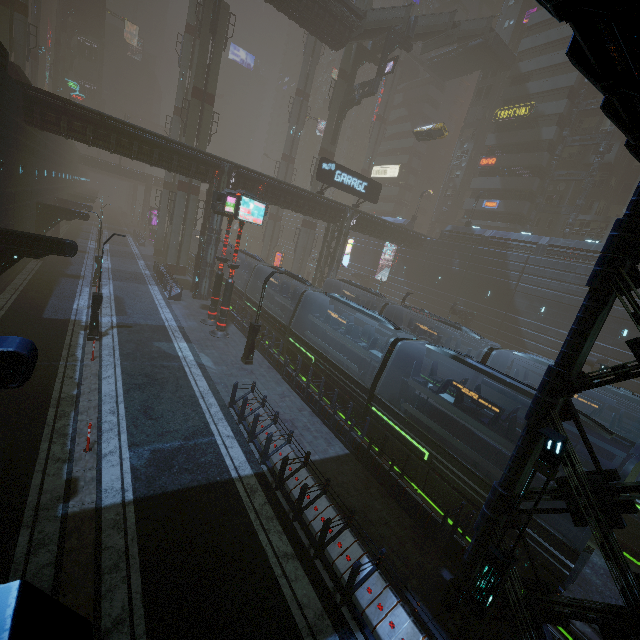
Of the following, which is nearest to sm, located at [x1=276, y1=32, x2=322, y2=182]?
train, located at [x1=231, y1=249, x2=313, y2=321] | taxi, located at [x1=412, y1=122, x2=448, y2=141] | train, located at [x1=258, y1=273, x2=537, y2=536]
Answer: taxi, located at [x1=412, y1=122, x2=448, y2=141]

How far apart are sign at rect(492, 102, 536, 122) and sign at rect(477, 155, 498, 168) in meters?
4.3 m

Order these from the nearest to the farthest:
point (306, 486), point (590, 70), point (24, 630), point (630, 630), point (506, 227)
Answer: point (24, 630) → point (590, 70) → point (630, 630) → point (306, 486) → point (506, 227)

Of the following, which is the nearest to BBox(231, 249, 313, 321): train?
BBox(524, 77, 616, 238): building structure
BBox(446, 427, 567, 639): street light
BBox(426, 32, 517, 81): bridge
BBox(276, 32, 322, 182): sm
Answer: BBox(276, 32, 322, 182): sm

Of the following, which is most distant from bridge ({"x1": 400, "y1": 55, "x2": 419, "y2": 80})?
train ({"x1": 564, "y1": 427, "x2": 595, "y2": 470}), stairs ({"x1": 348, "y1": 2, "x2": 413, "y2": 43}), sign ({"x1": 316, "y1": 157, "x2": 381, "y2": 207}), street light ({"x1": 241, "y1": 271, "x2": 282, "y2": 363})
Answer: train ({"x1": 564, "y1": 427, "x2": 595, "y2": 470})

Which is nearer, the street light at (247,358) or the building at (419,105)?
the street light at (247,358)

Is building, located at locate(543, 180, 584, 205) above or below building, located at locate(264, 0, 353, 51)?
below

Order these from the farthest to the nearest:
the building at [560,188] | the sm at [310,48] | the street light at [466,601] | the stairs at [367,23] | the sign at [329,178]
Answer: the sm at [310,48] → the building at [560,188] → the stairs at [367,23] → the sign at [329,178] → the street light at [466,601]
